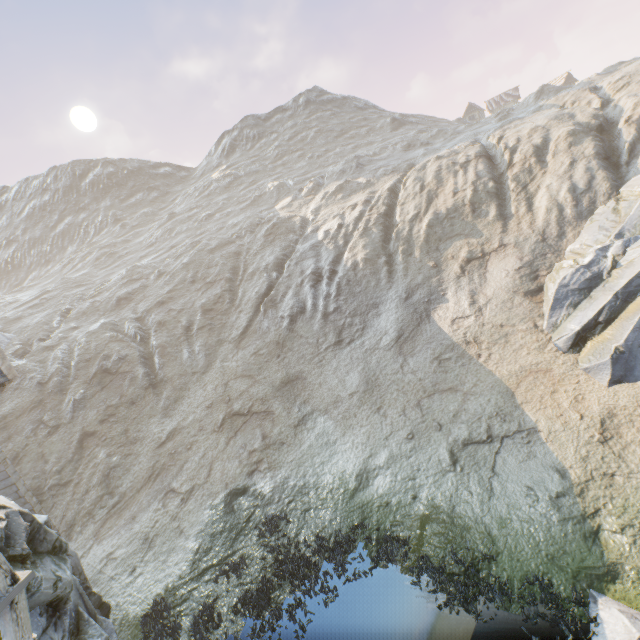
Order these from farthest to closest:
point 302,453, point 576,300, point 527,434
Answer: point 302,453 < point 576,300 < point 527,434

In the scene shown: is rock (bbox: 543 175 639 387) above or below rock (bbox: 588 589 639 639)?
above

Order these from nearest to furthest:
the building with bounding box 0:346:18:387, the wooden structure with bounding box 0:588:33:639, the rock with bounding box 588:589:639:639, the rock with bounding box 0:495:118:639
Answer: the wooden structure with bounding box 0:588:33:639 → the building with bounding box 0:346:18:387 → the rock with bounding box 588:589:639:639 → the rock with bounding box 0:495:118:639

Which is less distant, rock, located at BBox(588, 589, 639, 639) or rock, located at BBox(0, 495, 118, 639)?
rock, located at BBox(588, 589, 639, 639)

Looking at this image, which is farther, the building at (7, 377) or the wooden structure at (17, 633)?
the building at (7, 377)

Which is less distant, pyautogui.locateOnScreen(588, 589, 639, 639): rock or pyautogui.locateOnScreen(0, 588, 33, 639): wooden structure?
pyautogui.locateOnScreen(0, 588, 33, 639): wooden structure

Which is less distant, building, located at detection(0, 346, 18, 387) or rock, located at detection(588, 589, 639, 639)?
building, located at detection(0, 346, 18, 387)

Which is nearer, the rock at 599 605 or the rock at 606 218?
the rock at 599 605
